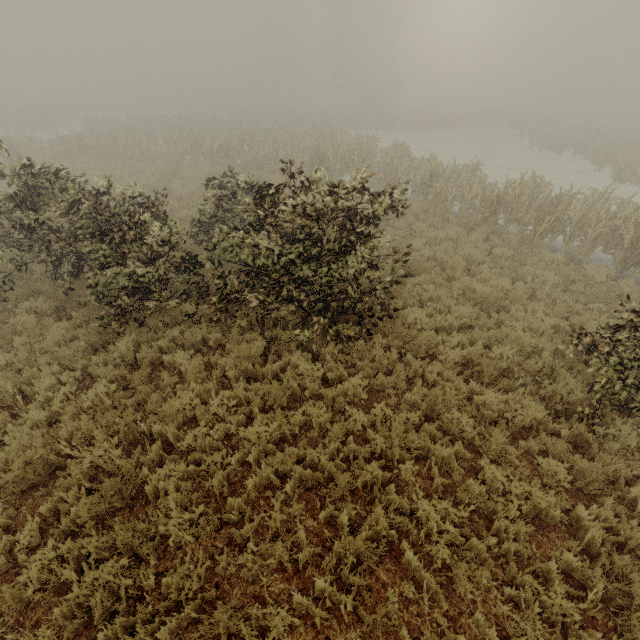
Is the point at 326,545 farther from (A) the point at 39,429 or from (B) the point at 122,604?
(A) the point at 39,429

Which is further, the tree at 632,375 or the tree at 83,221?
the tree at 83,221

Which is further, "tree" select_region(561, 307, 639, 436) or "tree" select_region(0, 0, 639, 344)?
"tree" select_region(0, 0, 639, 344)
